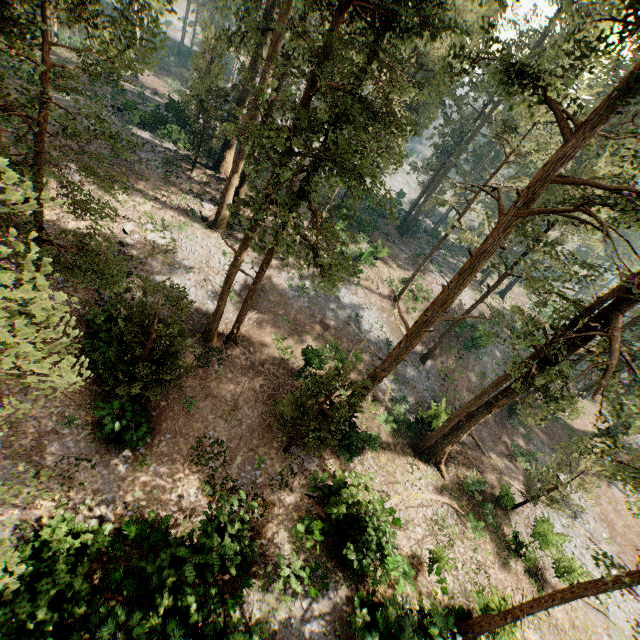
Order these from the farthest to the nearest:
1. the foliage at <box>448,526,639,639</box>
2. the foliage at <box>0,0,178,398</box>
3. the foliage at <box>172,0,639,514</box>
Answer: the foliage at <box>172,0,639,514</box> < the foliage at <box>448,526,639,639</box> < the foliage at <box>0,0,178,398</box>

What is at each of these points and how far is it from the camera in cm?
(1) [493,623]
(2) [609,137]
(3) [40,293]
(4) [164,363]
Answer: (1) foliage, 1428
(2) foliage, 1327
(3) foliage, 385
(4) foliage, 1414

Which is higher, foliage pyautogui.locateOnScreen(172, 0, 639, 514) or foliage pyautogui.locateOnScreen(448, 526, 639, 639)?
foliage pyautogui.locateOnScreen(172, 0, 639, 514)

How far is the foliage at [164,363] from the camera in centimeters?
1216cm

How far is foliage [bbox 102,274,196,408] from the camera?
12.2 meters

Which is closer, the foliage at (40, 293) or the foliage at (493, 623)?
the foliage at (40, 293)
